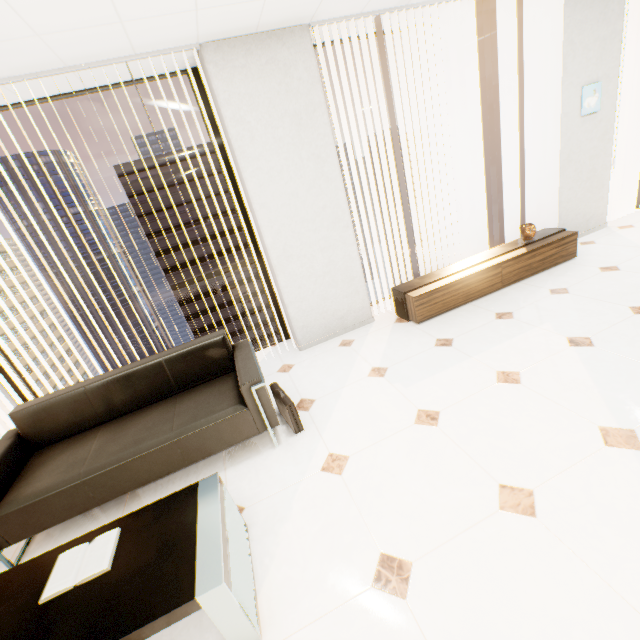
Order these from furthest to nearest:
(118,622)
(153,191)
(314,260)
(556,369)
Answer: (153,191) → (314,260) → (556,369) → (118,622)

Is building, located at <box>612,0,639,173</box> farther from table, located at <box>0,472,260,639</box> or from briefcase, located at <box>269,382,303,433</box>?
table, located at <box>0,472,260,639</box>

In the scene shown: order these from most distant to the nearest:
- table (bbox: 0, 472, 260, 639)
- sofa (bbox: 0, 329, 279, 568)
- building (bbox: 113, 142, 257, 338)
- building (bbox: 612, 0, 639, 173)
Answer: building (bbox: 612, 0, 639, 173)
building (bbox: 113, 142, 257, 338)
sofa (bbox: 0, 329, 279, 568)
table (bbox: 0, 472, 260, 639)

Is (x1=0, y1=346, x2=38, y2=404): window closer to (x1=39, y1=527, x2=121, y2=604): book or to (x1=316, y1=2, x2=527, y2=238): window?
(x1=316, y1=2, x2=527, y2=238): window

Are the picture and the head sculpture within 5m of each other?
yes

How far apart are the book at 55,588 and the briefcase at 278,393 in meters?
1.2 m

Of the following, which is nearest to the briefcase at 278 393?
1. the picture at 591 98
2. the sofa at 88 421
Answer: the sofa at 88 421

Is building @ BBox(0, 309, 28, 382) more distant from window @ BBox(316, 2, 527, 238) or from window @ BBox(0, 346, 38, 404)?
window @ BBox(316, 2, 527, 238)
